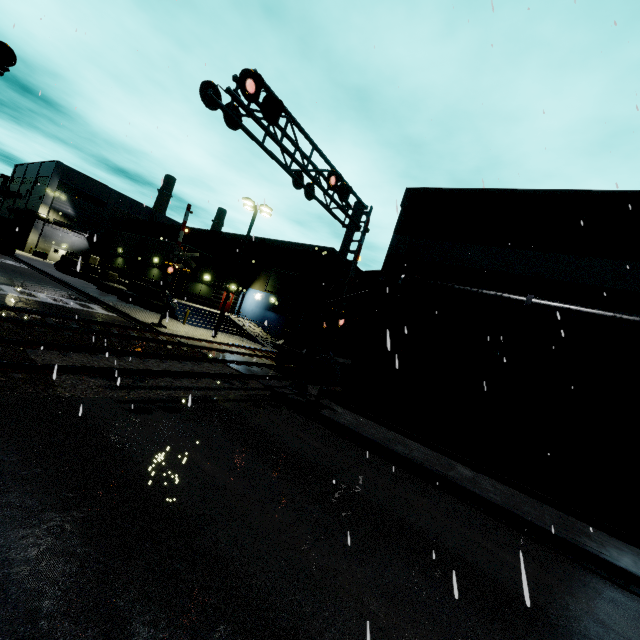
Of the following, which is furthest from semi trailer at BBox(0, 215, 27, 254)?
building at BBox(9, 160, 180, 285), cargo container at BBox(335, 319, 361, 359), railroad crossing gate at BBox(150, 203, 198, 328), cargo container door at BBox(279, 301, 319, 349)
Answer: cargo container door at BBox(279, 301, 319, 349)

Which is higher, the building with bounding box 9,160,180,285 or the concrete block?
the building with bounding box 9,160,180,285

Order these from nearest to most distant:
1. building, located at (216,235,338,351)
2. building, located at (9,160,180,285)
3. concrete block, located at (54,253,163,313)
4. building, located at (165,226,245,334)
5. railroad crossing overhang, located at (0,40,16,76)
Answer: railroad crossing overhang, located at (0,40,16,76), concrete block, located at (54,253,163,313), building, located at (165,226,245,334), building, located at (216,235,338,351), building, located at (9,160,180,285)

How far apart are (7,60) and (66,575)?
15.8 meters

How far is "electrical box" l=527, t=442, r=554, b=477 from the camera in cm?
1096

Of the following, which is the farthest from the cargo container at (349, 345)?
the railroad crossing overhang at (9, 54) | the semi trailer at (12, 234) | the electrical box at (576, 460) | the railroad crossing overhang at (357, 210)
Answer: the semi trailer at (12, 234)

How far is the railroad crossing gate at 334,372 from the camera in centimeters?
1216cm

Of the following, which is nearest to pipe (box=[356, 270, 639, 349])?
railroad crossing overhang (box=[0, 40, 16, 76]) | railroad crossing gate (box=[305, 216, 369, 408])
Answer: railroad crossing gate (box=[305, 216, 369, 408])
